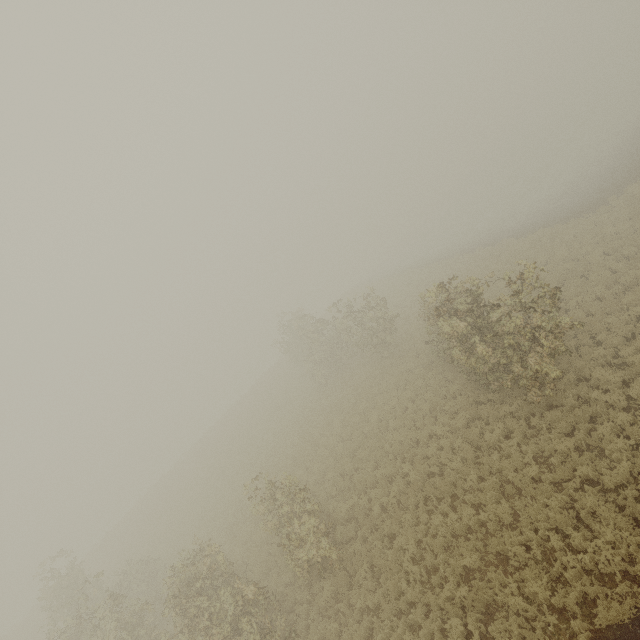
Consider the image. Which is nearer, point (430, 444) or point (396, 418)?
point (430, 444)
